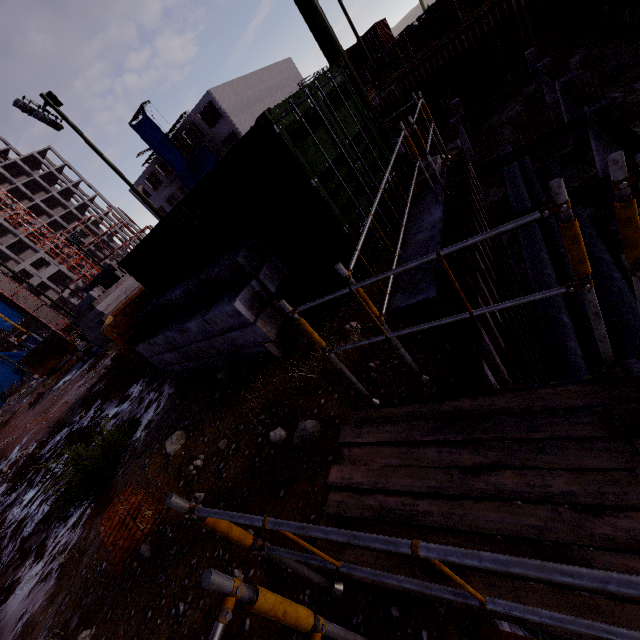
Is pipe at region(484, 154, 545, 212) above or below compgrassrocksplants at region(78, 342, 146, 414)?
below

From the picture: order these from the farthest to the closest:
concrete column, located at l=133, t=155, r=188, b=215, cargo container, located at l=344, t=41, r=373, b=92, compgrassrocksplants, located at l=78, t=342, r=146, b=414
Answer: A:
1. concrete column, located at l=133, t=155, r=188, b=215
2. cargo container, located at l=344, t=41, r=373, b=92
3. compgrassrocksplants, located at l=78, t=342, r=146, b=414

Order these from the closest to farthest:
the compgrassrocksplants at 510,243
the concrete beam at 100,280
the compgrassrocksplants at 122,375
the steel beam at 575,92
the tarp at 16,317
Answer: the compgrassrocksplants at 122,375
the steel beam at 575,92
the compgrassrocksplants at 510,243
the concrete beam at 100,280
the tarp at 16,317

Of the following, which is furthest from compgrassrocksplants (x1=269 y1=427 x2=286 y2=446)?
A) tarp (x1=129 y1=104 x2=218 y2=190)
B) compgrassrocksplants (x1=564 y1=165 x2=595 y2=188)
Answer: tarp (x1=129 y1=104 x2=218 y2=190)

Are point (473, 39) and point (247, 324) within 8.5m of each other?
no

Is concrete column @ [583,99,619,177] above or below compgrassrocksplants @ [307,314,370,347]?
below

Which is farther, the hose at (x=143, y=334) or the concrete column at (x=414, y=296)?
the hose at (x=143, y=334)

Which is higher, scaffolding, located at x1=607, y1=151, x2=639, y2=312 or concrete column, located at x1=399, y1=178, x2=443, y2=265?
scaffolding, located at x1=607, y1=151, x2=639, y2=312
